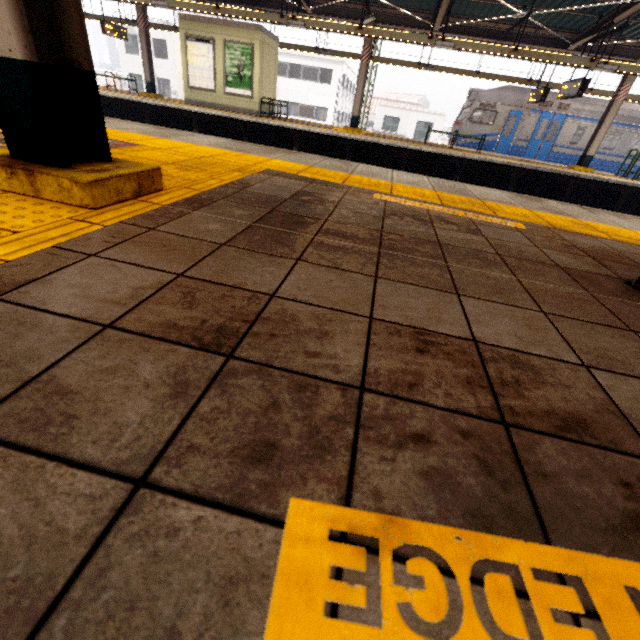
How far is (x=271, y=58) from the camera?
13.98m

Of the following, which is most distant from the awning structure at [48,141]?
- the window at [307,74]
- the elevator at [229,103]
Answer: the window at [307,74]

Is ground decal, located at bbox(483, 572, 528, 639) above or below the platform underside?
above

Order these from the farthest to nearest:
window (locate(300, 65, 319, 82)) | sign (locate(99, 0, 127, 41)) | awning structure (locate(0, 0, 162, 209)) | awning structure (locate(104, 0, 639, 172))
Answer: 1. window (locate(300, 65, 319, 82))
2. sign (locate(99, 0, 127, 41))
3. awning structure (locate(104, 0, 639, 172))
4. awning structure (locate(0, 0, 162, 209))

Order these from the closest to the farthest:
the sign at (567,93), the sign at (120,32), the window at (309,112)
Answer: the sign at (567,93) → the sign at (120,32) → the window at (309,112)

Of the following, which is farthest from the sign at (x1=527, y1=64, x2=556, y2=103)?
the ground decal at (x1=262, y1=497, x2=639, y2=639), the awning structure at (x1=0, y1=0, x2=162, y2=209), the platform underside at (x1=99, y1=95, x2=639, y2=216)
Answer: the ground decal at (x1=262, y1=497, x2=639, y2=639)

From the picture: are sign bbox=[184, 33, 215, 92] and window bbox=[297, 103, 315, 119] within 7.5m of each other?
no

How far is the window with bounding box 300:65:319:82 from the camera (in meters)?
29.82
